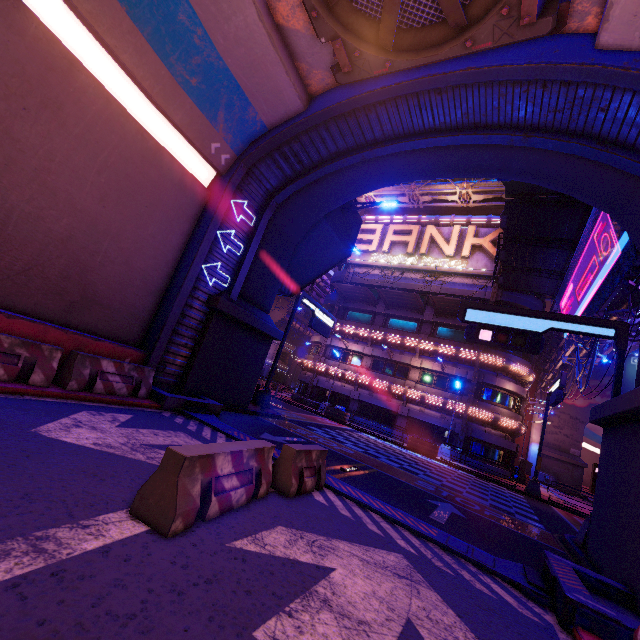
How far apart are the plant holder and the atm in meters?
8.3

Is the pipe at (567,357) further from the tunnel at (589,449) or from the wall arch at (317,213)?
the tunnel at (589,449)

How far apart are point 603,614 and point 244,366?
12.3 meters

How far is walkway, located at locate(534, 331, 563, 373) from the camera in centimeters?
3185cm

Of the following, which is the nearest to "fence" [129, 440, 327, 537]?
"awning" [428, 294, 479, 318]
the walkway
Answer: the walkway

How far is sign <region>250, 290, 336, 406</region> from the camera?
18.24m

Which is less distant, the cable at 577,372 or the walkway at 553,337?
the cable at 577,372

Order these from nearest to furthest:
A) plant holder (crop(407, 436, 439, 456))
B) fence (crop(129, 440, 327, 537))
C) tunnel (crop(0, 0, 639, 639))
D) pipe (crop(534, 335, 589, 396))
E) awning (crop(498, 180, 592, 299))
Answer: tunnel (crop(0, 0, 639, 639)) → fence (crop(129, 440, 327, 537)) → awning (crop(498, 180, 592, 299)) → pipe (crop(534, 335, 589, 396)) → plant holder (crop(407, 436, 439, 456))
